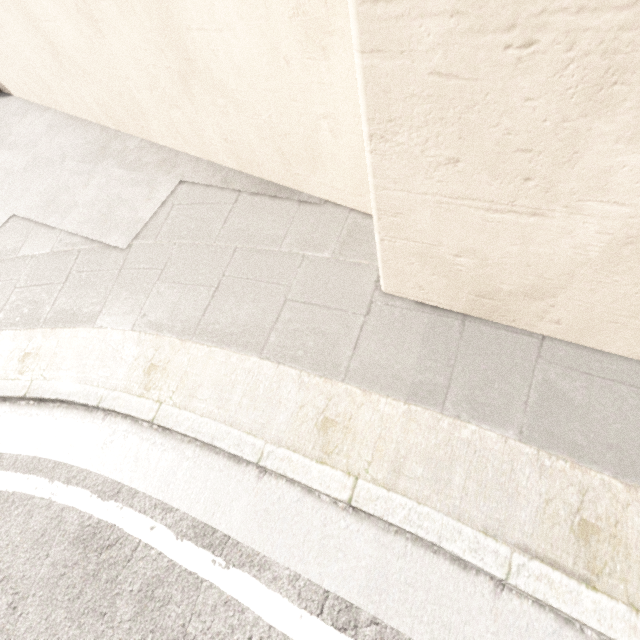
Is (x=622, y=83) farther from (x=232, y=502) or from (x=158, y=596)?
(x=158, y=596)
